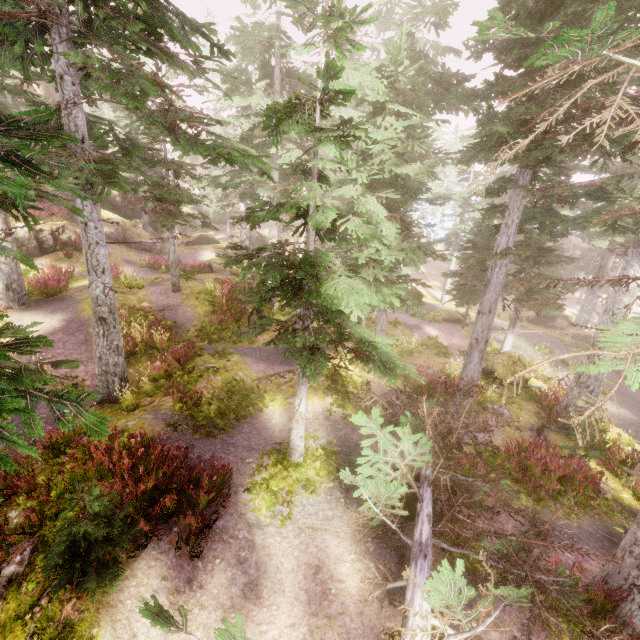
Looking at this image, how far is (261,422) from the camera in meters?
10.3

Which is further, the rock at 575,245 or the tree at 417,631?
the rock at 575,245

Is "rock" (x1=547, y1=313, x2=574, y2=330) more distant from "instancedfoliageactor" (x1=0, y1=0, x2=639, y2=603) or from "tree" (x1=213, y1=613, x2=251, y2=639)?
"tree" (x1=213, y1=613, x2=251, y2=639)

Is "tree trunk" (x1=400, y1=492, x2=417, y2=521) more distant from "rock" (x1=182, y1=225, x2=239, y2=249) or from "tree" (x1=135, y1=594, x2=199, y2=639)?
"rock" (x1=182, y1=225, x2=239, y2=249)

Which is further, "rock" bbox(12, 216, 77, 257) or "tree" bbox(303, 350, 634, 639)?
"rock" bbox(12, 216, 77, 257)

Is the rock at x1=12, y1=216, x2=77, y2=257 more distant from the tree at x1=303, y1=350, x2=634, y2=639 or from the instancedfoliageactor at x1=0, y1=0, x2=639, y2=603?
the tree at x1=303, y1=350, x2=634, y2=639

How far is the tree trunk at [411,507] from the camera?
7.5 meters

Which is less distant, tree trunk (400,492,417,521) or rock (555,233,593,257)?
tree trunk (400,492,417,521)
